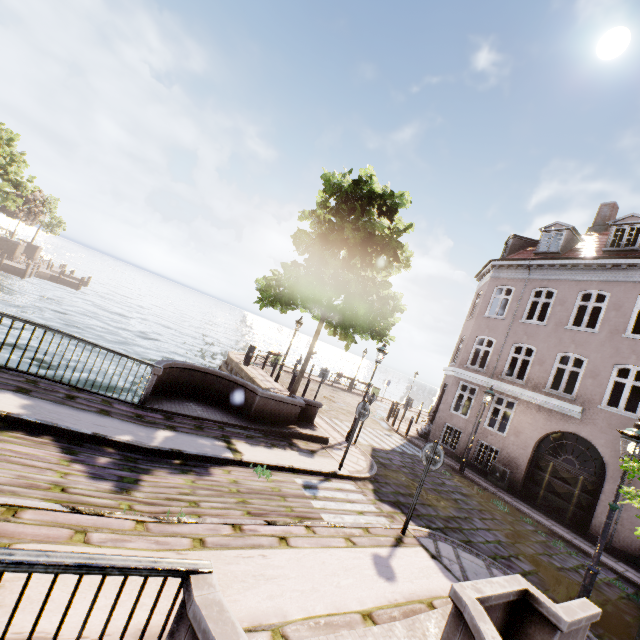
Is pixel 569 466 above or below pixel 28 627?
above

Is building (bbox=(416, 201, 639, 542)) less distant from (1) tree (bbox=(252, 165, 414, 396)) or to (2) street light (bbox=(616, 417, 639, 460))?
(1) tree (bbox=(252, 165, 414, 396))

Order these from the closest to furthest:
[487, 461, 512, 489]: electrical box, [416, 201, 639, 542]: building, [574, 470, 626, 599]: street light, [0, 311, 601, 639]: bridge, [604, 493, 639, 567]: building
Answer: [0, 311, 601, 639]: bridge, [574, 470, 626, 599]: street light, [604, 493, 639, 567]: building, [416, 201, 639, 542]: building, [487, 461, 512, 489]: electrical box

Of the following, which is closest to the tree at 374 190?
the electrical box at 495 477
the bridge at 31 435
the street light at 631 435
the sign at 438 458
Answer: the street light at 631 435

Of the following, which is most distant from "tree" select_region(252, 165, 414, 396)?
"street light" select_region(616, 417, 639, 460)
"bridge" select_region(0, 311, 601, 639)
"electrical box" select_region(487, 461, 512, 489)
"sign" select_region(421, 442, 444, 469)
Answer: "electrical box" select_region(487, 461, 512, 489)

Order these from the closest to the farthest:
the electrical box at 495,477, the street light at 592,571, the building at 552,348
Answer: the street light at 592,571
the building at 552,348
the electrical box at 495,477

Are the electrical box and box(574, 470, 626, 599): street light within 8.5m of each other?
no
